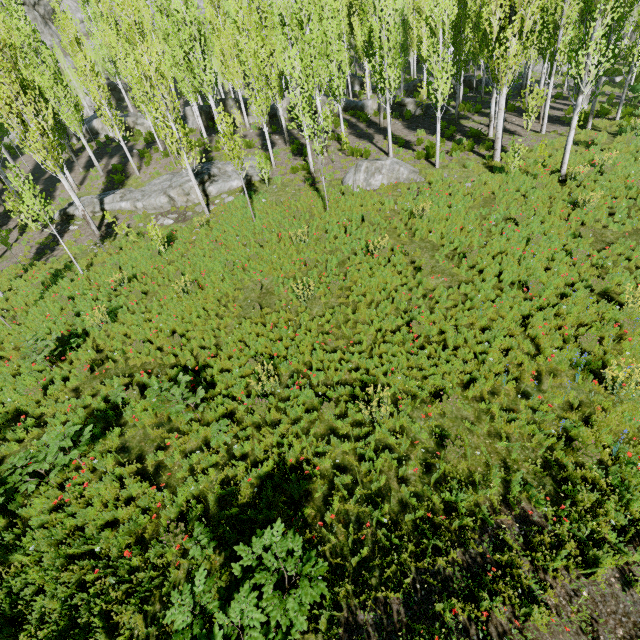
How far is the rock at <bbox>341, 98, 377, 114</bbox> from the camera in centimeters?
2636cm

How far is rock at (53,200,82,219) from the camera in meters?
20.1

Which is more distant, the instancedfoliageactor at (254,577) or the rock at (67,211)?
the rock at (67,211)

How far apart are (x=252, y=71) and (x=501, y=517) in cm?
2099

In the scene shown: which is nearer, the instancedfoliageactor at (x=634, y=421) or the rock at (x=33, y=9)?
the instancedfoliageactor at (x=634, y=421)

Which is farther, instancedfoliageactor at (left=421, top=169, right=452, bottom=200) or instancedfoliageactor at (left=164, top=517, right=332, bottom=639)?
instancedfoliageactor at (left=421, top=169, right=452, bottom=200)
